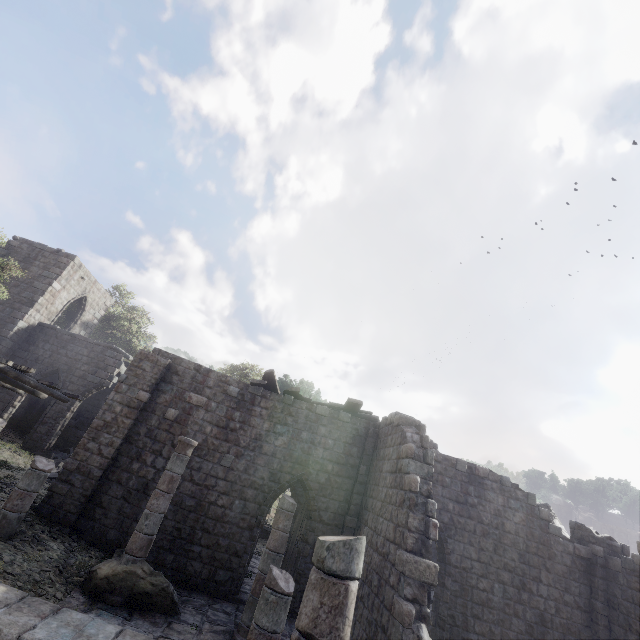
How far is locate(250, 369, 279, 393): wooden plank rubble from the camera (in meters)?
13.38

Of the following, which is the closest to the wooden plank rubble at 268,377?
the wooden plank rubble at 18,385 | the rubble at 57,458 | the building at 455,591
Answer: the building at 455,591

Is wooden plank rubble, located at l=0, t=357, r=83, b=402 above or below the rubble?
above

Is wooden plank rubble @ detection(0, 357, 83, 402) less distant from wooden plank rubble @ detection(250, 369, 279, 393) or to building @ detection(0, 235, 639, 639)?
building @ detection(0, 235, 639, 639)

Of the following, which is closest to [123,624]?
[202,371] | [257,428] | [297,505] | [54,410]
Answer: [257,428]

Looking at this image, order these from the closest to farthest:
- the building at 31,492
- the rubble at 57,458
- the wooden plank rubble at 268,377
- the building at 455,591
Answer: the building at 455,591 < the building at 31,492 < the wooden plank rubble at 268,377 < the rubble at 57,458

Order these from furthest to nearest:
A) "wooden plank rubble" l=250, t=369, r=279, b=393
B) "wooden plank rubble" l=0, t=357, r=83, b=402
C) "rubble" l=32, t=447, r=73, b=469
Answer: "rubble" l=32, t=447, r=73, b=469, "wooden plank rubble" l=250, t=369, r=279, b=393, "wooden plank rubble" l=0, t=357, r=83, b=402

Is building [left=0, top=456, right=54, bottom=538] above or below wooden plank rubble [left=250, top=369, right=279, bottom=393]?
below
